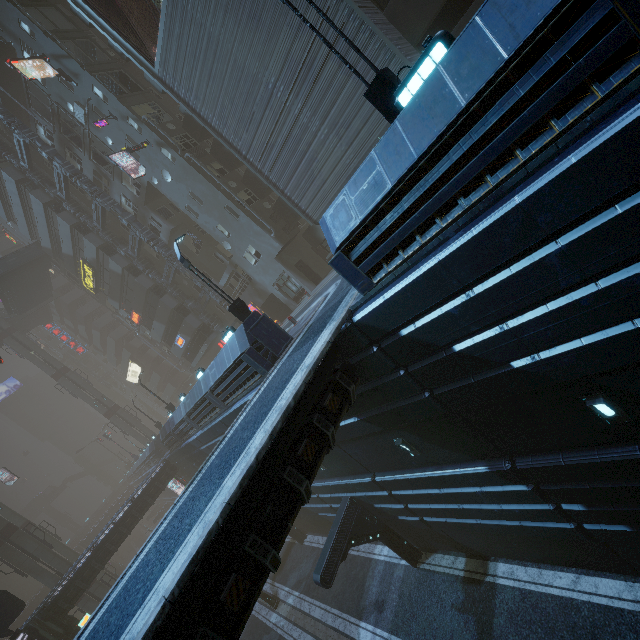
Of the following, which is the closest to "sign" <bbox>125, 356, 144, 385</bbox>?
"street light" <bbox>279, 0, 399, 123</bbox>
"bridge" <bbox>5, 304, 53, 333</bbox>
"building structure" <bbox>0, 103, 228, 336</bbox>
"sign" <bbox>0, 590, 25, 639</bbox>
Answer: "bridge" <bbox>5, 304, 53, 333</bbox>

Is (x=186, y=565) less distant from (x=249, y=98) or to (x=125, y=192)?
(x=249, y=98)

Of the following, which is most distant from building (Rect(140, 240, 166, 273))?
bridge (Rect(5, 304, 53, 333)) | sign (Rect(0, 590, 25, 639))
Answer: bridge (Rect(5, 304, 53, 333))

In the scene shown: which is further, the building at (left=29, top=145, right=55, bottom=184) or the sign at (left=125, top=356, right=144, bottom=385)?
the sign at (left=125, top=356, right=144, bottom=385)

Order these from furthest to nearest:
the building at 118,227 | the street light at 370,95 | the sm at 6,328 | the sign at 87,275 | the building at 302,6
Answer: the sm at 6,328
the sign at 87,275
the building at 118,227
the building at 302,6
the street light at 370,95

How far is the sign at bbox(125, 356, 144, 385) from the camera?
52.12m

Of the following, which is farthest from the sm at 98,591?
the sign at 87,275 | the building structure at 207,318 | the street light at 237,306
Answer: the street light at 237,306

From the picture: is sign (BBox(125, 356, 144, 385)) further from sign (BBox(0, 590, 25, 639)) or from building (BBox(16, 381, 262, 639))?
sign (BBox(0, 590, 25, 639))
